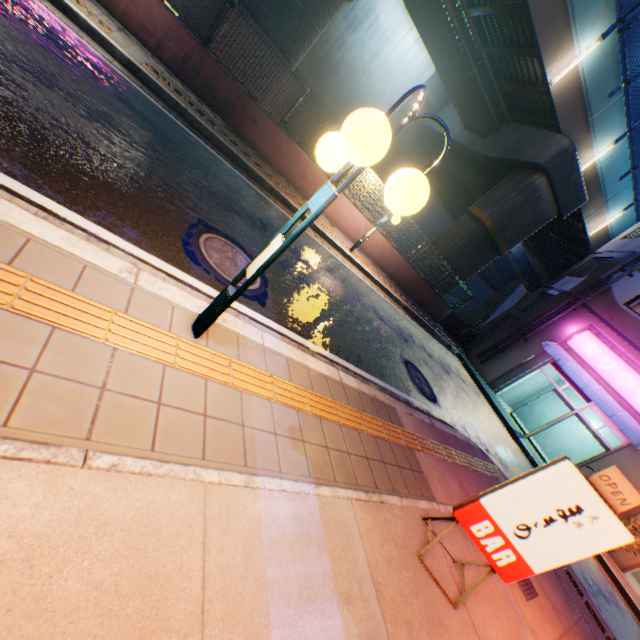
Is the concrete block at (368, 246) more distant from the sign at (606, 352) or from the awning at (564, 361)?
the sign at (606, 352)

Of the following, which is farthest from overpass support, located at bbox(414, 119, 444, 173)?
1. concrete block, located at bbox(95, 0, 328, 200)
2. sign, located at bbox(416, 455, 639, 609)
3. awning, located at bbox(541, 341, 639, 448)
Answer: sign, located at bbox(416, 455, 639, 609)

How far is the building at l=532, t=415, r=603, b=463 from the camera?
15.6 meters

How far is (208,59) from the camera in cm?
812

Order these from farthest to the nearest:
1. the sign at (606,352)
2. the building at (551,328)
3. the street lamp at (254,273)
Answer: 1. the building at (551,328)
2. the sign at (606,352)
3. the street lamp at (254,273)

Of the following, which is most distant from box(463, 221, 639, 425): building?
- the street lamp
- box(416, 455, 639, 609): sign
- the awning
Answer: the street lamp

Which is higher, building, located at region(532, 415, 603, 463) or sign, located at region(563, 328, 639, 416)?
sign, located at region(563, 328, 639, 416)

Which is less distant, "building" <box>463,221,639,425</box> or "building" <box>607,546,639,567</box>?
"building" <box>607,546,639,567</box>
